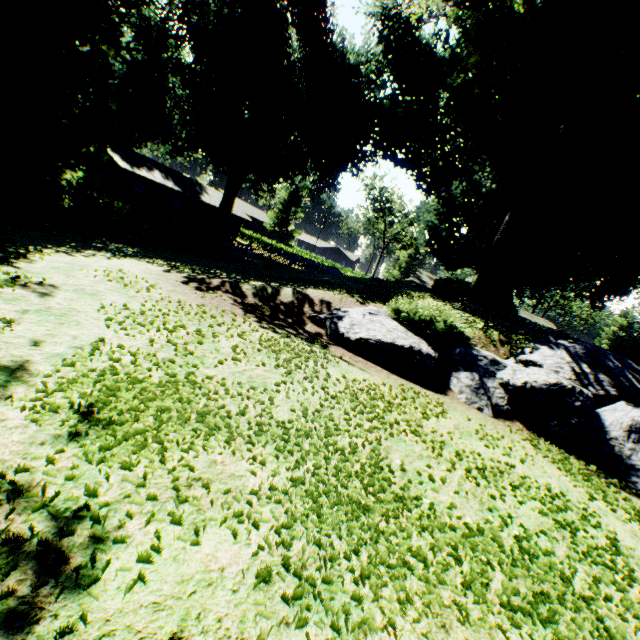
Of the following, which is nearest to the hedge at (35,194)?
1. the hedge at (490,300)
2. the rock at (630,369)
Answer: the rock at (630,369)

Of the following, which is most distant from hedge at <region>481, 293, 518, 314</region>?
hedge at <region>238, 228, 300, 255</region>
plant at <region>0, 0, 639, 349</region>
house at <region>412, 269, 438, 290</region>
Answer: hedge at <region>238, 228, 300, 255</region>

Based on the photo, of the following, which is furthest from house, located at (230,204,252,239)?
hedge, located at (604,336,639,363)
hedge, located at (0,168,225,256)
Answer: hedge, located at (604,336,639,363)

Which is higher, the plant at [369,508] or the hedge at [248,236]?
the hedge at [248,236]

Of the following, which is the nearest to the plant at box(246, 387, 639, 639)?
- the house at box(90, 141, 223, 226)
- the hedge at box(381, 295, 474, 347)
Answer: the house at box(90, 141, 223, 226)

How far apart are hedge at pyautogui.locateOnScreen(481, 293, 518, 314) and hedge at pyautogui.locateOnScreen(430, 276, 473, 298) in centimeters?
283cm

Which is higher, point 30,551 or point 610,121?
point 610,121

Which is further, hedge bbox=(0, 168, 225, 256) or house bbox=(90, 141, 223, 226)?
house bbox=(90, 141, 223, 226)
